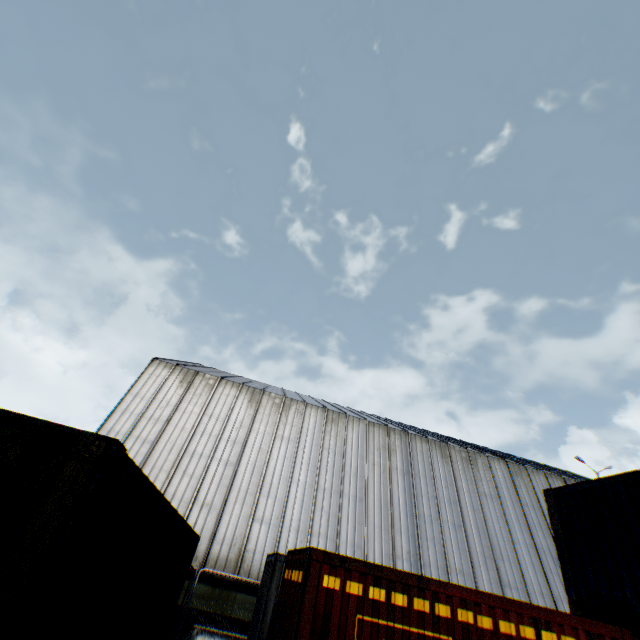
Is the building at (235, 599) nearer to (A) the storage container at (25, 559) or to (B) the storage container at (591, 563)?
(A) the storage container at (25, 559)

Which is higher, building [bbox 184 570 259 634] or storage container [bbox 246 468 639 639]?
→ storage container [bbox 246 468 639 639]

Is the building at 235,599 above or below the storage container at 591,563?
below

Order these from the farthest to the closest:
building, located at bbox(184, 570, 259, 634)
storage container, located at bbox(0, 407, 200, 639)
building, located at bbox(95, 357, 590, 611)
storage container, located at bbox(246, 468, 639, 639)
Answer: building, located at bbox(95, 357, 590, 611)
building, located at bbox(184, 570, 259, 634)
storage container, located at bbox(246, 468, 639, 639)
storage container, located at bbox(0, 407, 200, 639)

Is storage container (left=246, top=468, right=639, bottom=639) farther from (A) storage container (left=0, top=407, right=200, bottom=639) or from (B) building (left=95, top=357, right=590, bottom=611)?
(B) building (left=95, top=357, right=590, bottom=611)

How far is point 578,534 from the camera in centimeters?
854cm

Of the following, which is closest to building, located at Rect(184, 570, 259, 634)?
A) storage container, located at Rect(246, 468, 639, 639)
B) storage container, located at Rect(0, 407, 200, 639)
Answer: storage container, located at Rect(0, 407, 200, 639)

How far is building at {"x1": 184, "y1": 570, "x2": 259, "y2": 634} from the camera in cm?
1248
